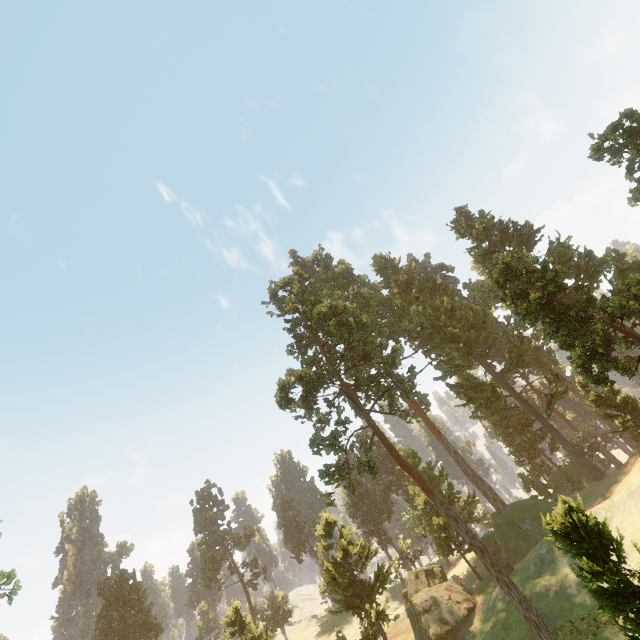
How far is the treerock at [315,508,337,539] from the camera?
38.8m

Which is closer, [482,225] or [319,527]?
[319,527]

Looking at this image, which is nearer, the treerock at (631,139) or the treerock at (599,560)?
the treerock at (599,560)

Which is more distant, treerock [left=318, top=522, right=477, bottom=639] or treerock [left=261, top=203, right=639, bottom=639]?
treerock [left=318, top=522, right=477, bottom=639]

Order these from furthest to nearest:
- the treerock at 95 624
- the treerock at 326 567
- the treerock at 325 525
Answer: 1. the treerock at 95 624
2. the treerock at 325 525
3. the treerock at 326 567

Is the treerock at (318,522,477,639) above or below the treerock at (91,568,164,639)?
below
